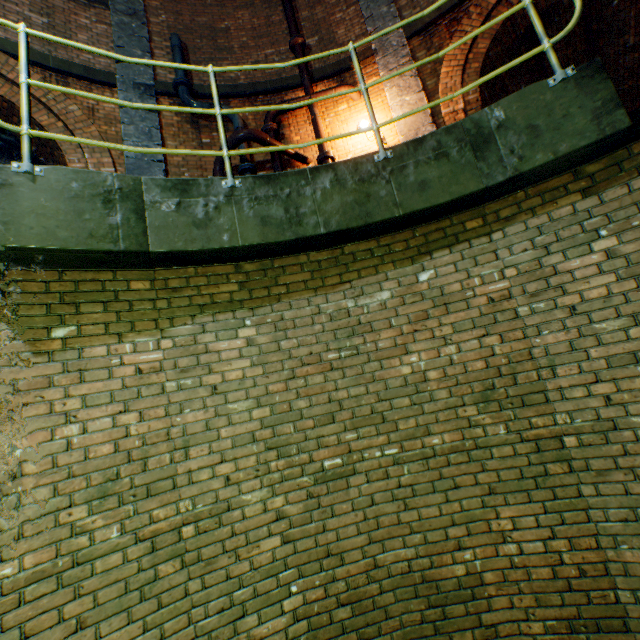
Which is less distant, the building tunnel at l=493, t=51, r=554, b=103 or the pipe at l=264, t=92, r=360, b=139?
the pipe at l=264, t=92, r=360, b=139

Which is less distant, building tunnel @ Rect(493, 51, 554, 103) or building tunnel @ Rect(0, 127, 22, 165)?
building tunnel @ Rect(0, 127, 22, 165)

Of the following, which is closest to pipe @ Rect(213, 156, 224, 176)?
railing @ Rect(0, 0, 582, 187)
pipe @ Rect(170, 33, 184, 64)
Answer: pipe @ Rect(170, 33, 184, 64)

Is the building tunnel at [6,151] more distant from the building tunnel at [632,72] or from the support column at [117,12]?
the building tunnel at [632,72]

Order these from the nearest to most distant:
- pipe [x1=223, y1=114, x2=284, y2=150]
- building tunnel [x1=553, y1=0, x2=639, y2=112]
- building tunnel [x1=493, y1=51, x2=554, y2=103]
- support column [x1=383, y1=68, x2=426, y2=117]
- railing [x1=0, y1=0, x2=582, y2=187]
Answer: railing [x1=0, y1=0, x2=582, y2=187], pipe [x1=223, y1=114, x2=284, y2=150], support column [x1=383, y1=68, x2=426, y2=117], building tunnel [x1=553, y1=0, x2=639, y2=112], building tunnel [x1=493, y1=51, x2=554, y2=103]

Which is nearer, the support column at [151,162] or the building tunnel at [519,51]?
the support column at [151,162]

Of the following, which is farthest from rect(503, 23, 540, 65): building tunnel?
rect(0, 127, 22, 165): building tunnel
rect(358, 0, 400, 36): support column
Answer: rect(0, 127, 22, 165): building tunnel

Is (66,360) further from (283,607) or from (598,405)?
(598,405)
